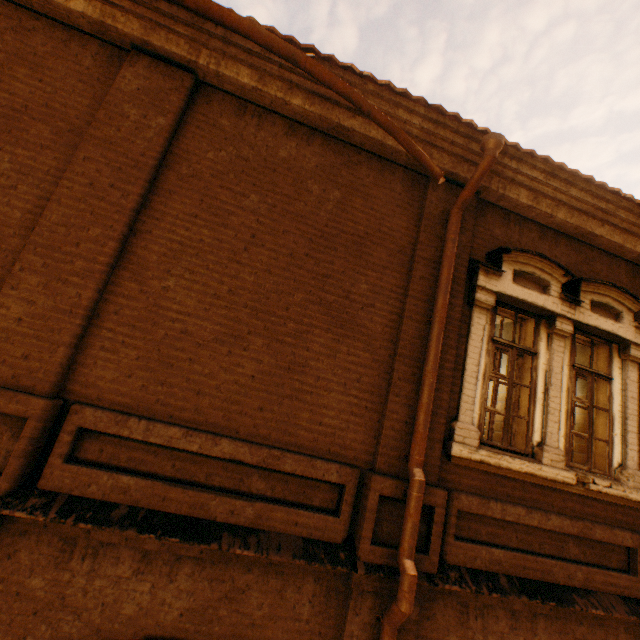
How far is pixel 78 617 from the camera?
2.73m
